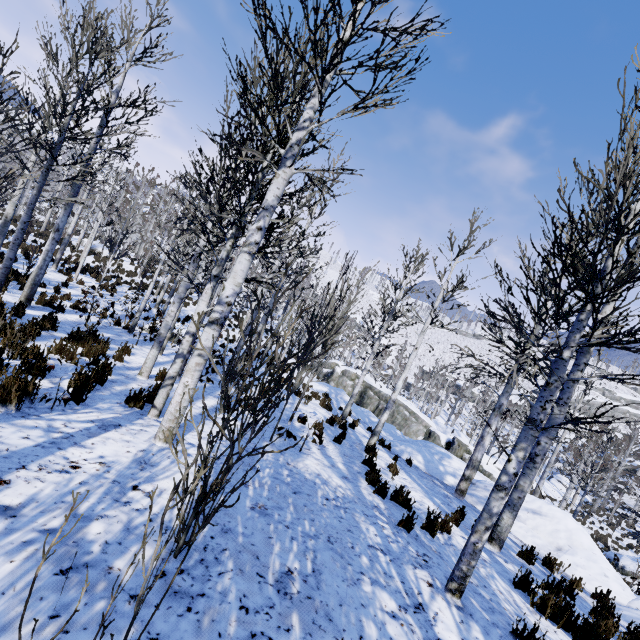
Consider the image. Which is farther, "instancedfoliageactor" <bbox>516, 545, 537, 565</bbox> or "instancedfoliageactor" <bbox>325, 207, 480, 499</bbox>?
"instancedfoliageactor" <bbox>325, 207, 480, 499</bbox>

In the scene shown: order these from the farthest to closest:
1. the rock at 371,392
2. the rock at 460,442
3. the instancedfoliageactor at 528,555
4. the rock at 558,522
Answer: the rock at 371,392, the rock at 460,442, the rock at 558,522, the instancedfoliageactor at 528,555

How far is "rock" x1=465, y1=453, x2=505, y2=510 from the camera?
10.6 meters

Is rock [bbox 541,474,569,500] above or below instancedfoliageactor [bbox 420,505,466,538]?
below

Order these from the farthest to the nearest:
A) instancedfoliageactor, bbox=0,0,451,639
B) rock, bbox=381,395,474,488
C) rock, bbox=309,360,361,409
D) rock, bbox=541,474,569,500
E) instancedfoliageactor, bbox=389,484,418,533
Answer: rock, bbox=541,474,569,500 < rock, bbox=309,360,361,409 < rock, bbox=381,395,474,488 < instancedfoliageactor, bbox=389,484,418,533 < instancedfoliageactor, bbox=0,0,451,639

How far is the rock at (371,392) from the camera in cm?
1925

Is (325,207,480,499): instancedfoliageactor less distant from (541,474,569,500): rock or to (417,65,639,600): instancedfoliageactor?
(541,474,569,500): rock

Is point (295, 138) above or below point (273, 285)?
above
